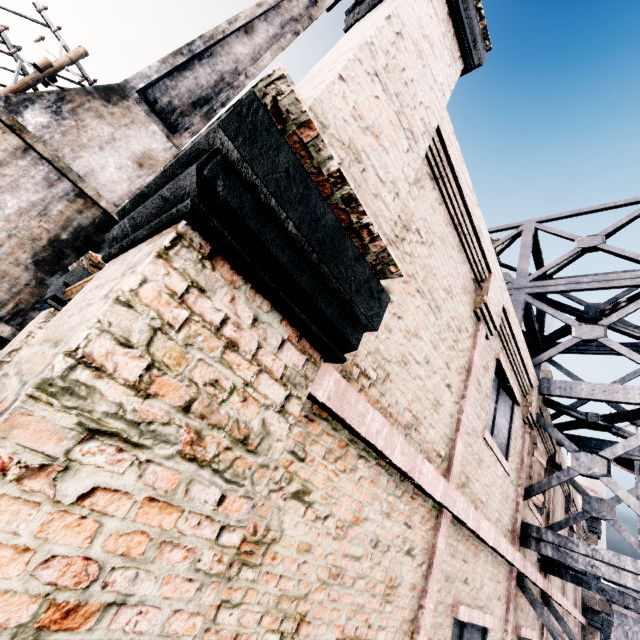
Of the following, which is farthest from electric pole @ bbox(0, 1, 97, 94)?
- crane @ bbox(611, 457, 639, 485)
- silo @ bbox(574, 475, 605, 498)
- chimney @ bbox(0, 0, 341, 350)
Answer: silo @ bbox(574, 475, 605, 498)

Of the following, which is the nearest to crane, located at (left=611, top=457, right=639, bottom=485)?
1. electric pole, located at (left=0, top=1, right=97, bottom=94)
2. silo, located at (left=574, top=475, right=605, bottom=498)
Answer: silo, located at (left=574, top=475, right=605, bottom=498)

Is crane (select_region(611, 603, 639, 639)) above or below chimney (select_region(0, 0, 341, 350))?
below

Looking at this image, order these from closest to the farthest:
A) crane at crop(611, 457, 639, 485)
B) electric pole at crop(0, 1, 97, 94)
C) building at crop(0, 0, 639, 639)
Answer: building at crop(0, 0, 639, 639) → electric pole at crop(0, 1, 97, 94) → crane at crop(611, 457, 639, 485)

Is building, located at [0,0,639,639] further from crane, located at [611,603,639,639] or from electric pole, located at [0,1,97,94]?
electric pole, located at [0,1,97,94]

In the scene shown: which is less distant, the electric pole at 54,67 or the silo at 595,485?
the electric pole at 54,67

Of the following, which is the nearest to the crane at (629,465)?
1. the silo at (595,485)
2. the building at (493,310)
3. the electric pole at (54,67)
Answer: the building at (493,310)

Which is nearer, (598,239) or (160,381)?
(160,381)
